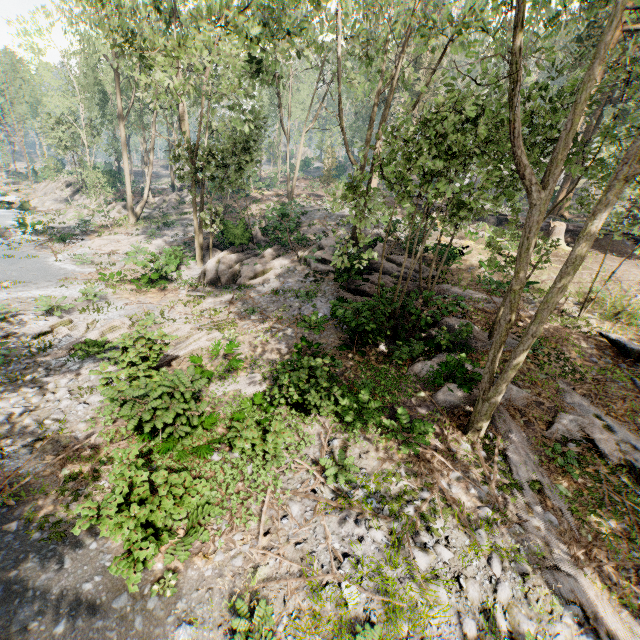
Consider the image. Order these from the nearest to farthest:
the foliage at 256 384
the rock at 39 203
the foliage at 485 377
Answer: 1. the foliage at 485 377
2. the foliage at 256 384
3. the rock at 39 203

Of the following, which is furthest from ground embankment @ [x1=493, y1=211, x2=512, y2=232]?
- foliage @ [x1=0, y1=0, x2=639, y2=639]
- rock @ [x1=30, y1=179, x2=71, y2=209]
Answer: rock @ [x1=30, y1=179, x2=71, y2=209]

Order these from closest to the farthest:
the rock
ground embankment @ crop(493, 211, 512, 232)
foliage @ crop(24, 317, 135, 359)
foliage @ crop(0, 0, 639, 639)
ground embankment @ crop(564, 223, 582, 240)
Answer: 1. foliage @ crop(0, 0, 639, 639)
2. foliage @ crop(24, 317, 135, 359)
3. ground embankment @ crop(564, 223, 582, 240)
4. ground embankment @ crop(493, 211, 512, 232)
5. the rock

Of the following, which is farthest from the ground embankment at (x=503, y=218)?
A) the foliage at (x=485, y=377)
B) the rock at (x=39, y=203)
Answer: the rock at (x=39, y=203)

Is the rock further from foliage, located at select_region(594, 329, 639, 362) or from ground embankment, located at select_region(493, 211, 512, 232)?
ground embankment, located at select_region(493, 211, 512, 232)

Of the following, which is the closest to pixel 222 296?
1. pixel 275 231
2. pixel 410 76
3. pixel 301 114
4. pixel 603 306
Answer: pixel 275 231
